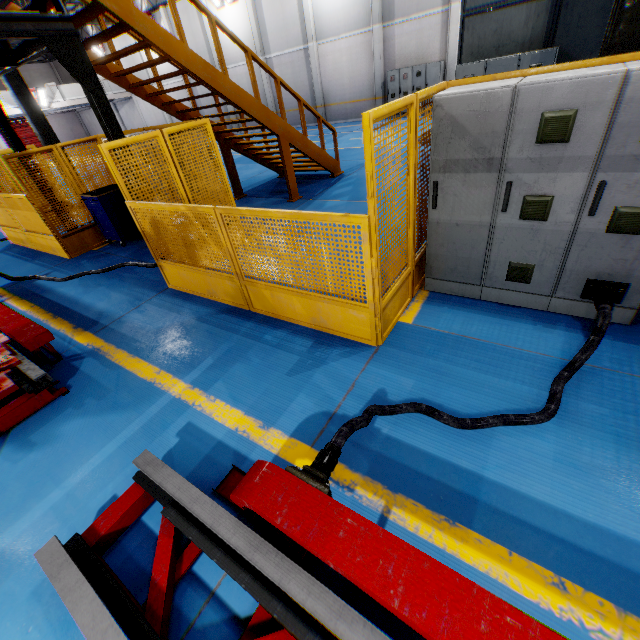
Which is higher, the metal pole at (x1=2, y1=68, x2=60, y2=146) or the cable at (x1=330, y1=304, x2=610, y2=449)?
the metal pole at (x1=2, y1=68, x2=60, y2=146)

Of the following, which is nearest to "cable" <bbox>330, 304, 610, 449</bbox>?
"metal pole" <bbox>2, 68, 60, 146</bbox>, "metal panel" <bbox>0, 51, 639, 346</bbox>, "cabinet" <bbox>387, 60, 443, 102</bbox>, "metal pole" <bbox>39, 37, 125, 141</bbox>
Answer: "metal panel" <bbox>0, 51, 639, 346</bbox>

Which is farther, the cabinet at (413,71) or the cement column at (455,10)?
the cabinet at (413,71)

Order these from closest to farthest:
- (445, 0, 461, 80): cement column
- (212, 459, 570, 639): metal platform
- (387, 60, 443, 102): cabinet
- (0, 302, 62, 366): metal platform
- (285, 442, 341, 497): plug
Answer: (212, 459, 570, 639): metal platform, (285, 442, 341, 497): plug, (0, 302, 62, 366): metal platform, (445, 0, 461, 80): cement column, (387, 60, 443, 102): cabinet

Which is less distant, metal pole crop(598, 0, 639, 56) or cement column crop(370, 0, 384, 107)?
metal pole crop(598, 0, 639, 56)

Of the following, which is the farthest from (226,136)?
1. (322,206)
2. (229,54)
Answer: (229,54)

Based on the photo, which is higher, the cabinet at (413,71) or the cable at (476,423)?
the cabinet at (413,71)

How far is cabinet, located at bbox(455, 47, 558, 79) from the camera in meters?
7.1 m
